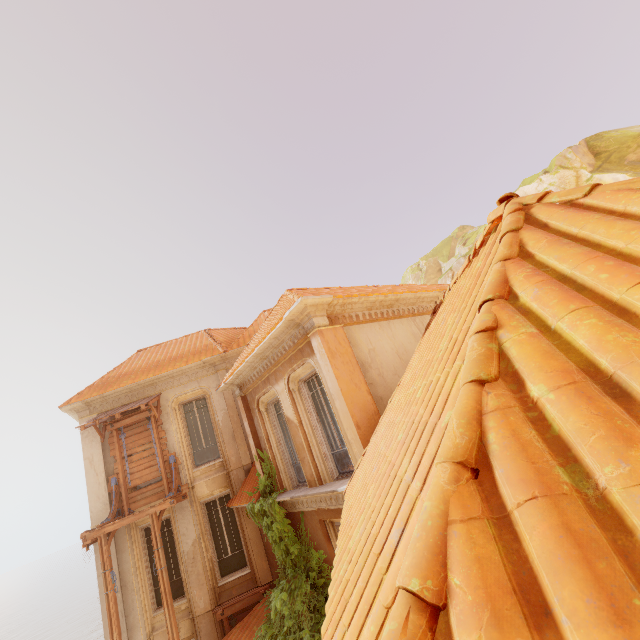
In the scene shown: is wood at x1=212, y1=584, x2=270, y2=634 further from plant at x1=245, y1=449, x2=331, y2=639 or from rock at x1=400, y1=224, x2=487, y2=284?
rock at x1=400, y1=224, x2=487, y2=284

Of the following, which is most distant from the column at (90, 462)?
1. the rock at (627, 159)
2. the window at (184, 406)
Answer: the rock at (627, 159)

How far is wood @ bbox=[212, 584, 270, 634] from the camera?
10.6 meters

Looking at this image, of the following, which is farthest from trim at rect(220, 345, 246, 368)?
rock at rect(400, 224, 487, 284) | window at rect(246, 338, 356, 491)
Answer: rock at rect(400, 224, 487, 284)

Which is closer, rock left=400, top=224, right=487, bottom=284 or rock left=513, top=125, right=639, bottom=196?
rock left=513, top=125, right=639, bottom=196

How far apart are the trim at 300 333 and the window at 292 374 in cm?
1

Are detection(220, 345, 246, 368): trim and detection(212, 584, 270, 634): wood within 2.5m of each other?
no

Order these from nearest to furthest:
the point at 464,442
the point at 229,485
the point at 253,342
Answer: the point at 464,442, the point at 253,342, the point at 229,485
